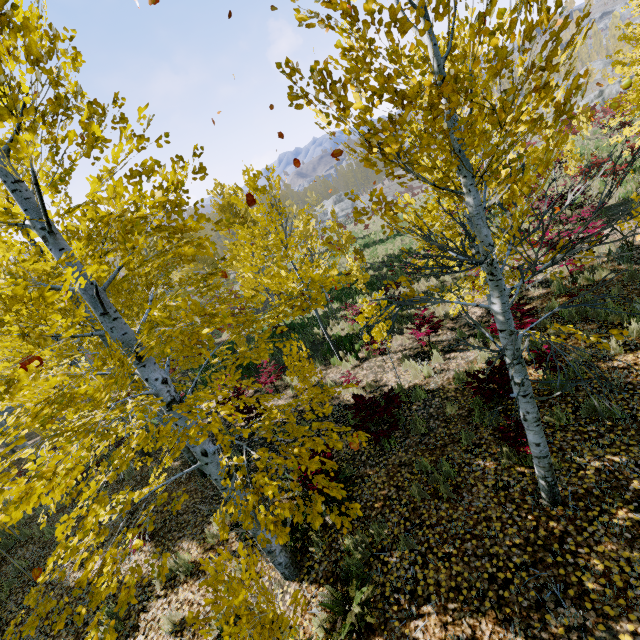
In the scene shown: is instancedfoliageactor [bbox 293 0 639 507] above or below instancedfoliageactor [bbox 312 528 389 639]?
above

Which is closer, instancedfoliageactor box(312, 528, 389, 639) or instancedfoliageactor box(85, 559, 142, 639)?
instancedfoliageactor box(85, 559, 142, 639)

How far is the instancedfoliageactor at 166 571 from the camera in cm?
297

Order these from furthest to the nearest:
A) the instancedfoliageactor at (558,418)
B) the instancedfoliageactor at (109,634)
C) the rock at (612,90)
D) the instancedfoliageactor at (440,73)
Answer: → the rock at (612,90) < the instancedfoliageactor at (558,418) < the instancedfoliageactor at (109,634) < the instancedfoliageactor at (440,73)

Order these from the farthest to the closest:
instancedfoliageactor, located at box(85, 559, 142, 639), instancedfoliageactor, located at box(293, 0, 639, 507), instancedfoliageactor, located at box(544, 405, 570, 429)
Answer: instancedfoliageactor, located at box(544, 405, 570, 429) < instancedfoliageactor, located at box(85, 559, 142, 639) < instancedfoliageactor, located at box(293, 0, 639, 507)

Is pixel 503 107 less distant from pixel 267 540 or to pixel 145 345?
pixel 267 540
